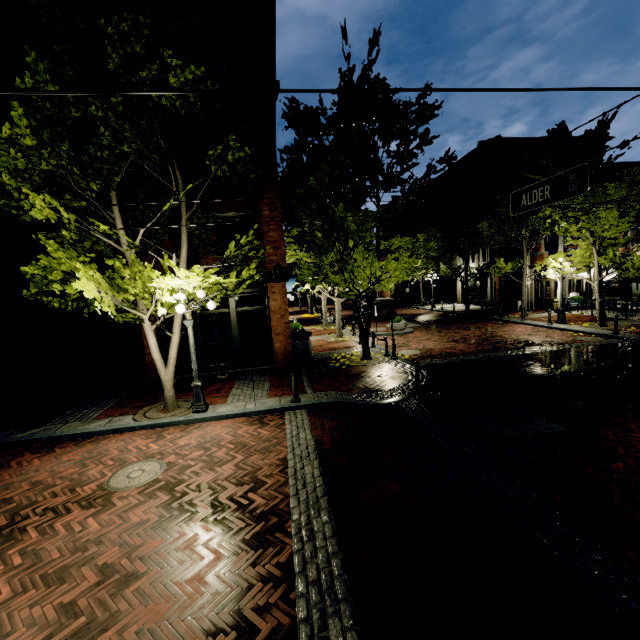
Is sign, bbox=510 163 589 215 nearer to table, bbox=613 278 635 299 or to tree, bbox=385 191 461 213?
tree, bbox=385 191 461 213

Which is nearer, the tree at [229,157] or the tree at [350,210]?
the tree at [229,157]

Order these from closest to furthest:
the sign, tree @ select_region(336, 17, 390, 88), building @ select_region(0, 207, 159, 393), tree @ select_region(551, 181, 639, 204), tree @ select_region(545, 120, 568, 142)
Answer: the sign < tree @ select_region(336, 17, 390, 88) < building @ select_region(0, 207, 159, 393) < tree @ select_region(551, 181, 639, 204) < tree @ select_region(545, 120, 568, 142)

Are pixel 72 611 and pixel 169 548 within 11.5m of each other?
yes

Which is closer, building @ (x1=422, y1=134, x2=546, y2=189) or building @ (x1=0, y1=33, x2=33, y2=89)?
building @ (x1=0, y1=33, x2=33, y2=89)

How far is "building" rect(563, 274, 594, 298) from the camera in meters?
22.0 m

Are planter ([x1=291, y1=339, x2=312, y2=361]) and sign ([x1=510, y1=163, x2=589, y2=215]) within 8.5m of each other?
no

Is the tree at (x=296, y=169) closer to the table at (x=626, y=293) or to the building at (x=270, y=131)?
the building at (x=270, y=131)
